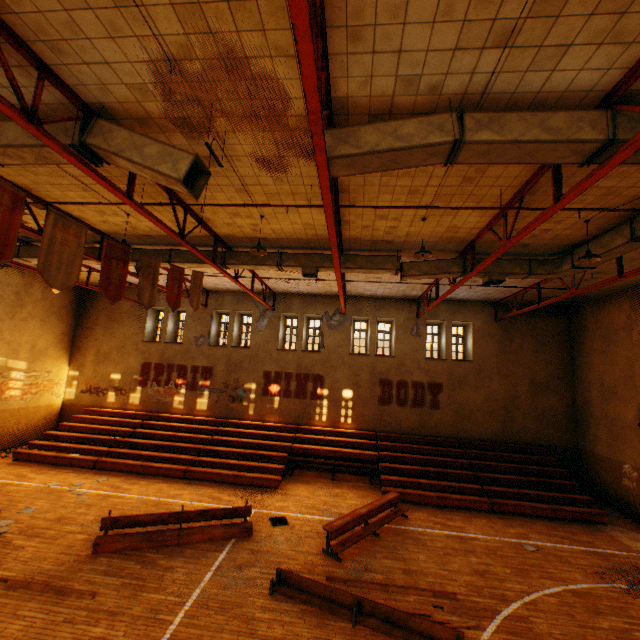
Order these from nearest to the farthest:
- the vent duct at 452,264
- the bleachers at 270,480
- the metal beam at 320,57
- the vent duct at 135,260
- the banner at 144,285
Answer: A:
the metal beam at 320,57
the banner at 144,285
the vent duct at 452,264
the vent duct at 135,260
the bleachers at 270,480

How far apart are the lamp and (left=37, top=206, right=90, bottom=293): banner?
10.0m

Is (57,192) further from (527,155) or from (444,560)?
(444,560)

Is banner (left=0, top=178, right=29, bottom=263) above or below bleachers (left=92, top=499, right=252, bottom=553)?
above

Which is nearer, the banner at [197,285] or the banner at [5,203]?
the banner at [5,203]

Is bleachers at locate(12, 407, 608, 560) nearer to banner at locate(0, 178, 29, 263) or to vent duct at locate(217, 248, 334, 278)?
vent duct at locate(217, 248, 334, 278)

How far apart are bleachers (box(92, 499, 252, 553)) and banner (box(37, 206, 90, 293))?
6.0m

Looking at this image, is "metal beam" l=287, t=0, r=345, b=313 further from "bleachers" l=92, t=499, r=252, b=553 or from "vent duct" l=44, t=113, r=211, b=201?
"bleachers" l=92, t=499, r=252, b=553
